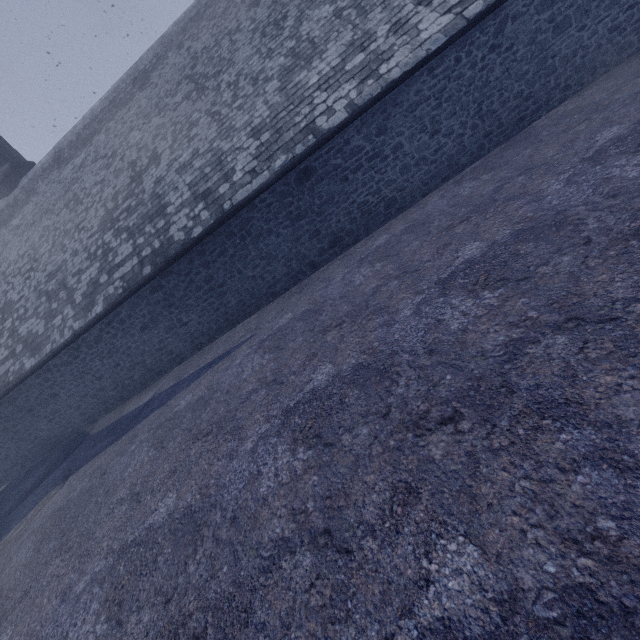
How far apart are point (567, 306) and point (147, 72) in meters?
15.9 m
